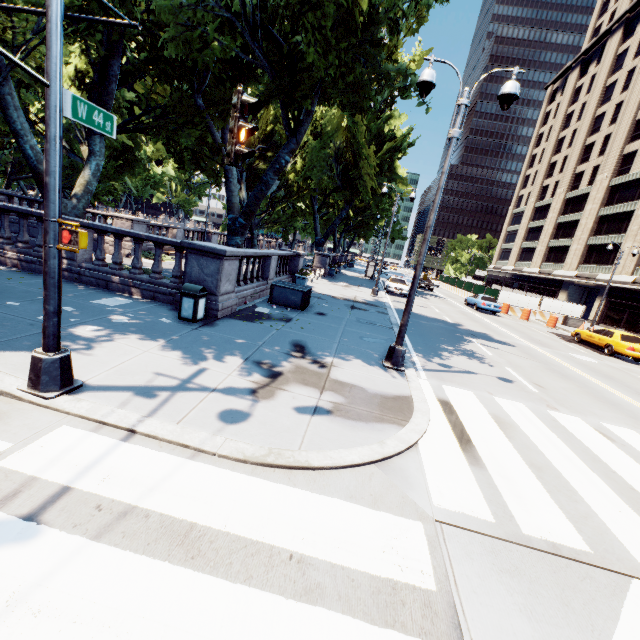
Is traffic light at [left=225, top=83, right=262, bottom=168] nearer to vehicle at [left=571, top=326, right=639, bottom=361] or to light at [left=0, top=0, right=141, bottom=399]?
light at [left=0, top=0, right=141, bottom=399]

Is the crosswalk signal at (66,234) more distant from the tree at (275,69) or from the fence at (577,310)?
the fence at (577,310)

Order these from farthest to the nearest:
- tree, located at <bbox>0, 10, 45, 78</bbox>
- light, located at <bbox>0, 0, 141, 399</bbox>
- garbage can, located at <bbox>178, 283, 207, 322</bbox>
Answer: garbage can, located at <bbox>178, 283, 207, 322</bbox>
tree, located at <bbox>0, 10, 45, 78</bbox>
light, located at <bbox>0, 0, 141, 399</bbox>

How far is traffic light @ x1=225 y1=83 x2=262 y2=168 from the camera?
4.0 meters

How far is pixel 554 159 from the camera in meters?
59.1 m

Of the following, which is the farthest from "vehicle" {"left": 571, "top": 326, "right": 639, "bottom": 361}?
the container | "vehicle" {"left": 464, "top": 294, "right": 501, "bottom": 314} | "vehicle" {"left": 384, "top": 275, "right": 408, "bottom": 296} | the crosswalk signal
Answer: the crosswalk signal

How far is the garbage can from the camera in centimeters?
871cm

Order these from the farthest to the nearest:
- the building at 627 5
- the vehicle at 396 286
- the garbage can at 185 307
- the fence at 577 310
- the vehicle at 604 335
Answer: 1. the building at 627 5
2. the fence at 577 310
3. the vehicle at 396 286
4. the vehicle at 604 335
5. the garbage can at 185 307
